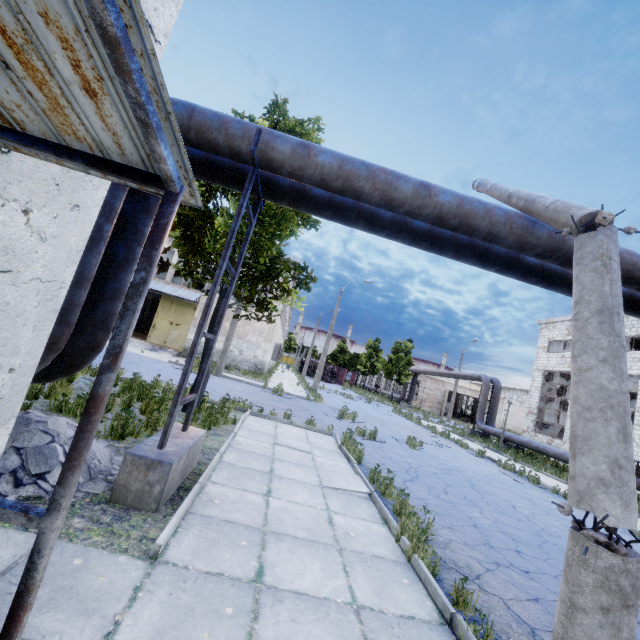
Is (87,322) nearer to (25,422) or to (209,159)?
(25,422)

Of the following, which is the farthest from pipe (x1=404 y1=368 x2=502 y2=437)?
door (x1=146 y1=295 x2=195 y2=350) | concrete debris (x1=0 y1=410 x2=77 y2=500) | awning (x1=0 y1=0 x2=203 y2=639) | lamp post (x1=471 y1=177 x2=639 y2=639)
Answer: door (x1=146 y1=295 x2=195 y2=350)

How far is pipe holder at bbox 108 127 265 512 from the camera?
3.8m

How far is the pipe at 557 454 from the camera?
18.05m

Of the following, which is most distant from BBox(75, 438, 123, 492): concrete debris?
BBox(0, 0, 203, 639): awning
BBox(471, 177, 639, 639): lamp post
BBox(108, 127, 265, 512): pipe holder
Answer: BBox(471, 177, 639, 639): lamp post

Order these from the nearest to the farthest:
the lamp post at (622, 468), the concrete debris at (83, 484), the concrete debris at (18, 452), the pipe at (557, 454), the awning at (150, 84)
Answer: the awning at (150, 84)
the lamp post at (622, 468)
the concrete debris at (18, 452)
the concrete debris at (83, 484)
the pipe at (557, 454)

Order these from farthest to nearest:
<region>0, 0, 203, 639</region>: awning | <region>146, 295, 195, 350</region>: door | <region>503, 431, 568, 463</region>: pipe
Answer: <region>146, 295, 195, 350</region>: door → <region>503, 431, 568, 463</region>: pipe → <region>0, 0, 203, 639</region>: awning

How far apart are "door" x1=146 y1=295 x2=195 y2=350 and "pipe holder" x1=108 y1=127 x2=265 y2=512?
21.0m
